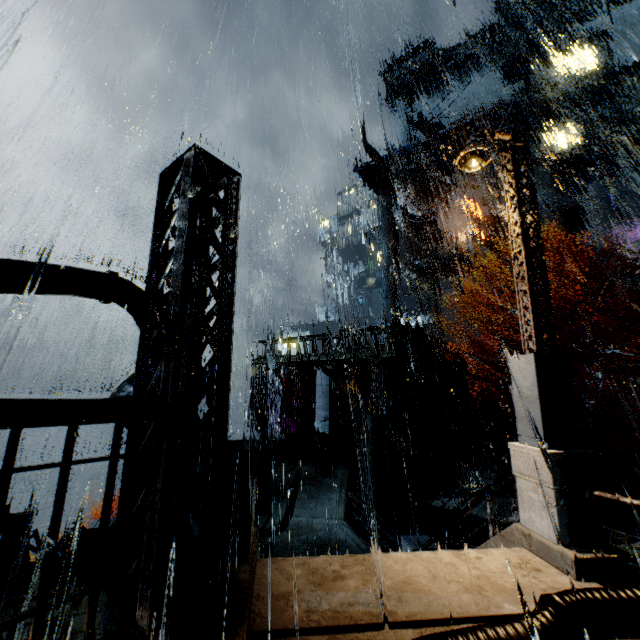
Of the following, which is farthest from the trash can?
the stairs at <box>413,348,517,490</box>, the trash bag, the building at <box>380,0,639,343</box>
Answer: the trash bag

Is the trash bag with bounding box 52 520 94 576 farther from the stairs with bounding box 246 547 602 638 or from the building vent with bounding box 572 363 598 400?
the building vent with bounding box 572 363 598 400

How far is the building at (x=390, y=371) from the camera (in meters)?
14.00

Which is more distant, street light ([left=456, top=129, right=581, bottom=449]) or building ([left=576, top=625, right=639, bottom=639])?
street light ([left=456, top=129, right=581, bottom=449])

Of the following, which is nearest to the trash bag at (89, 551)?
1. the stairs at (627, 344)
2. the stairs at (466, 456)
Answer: the stairs at (466, 456)

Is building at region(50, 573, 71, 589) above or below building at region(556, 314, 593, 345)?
below

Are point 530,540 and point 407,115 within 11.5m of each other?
no

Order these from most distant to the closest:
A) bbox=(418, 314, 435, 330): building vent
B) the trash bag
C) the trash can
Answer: bbox=(418, 314, 435, 330): building vent, the trash can, the trash bag
